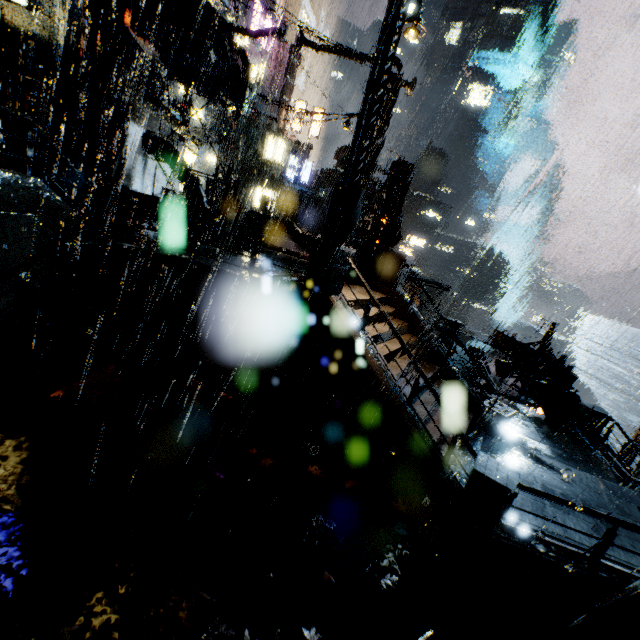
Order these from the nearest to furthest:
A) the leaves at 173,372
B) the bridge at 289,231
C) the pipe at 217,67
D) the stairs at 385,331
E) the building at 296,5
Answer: the leaves at 173,372 → the stairs at 385,331 → the pipe at 217,67 → the bridge at 289,231 → the building at 296,5

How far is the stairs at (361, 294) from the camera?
10.6 meters

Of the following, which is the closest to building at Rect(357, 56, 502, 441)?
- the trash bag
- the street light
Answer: the trash bag

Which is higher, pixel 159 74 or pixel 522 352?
pixel 159 74

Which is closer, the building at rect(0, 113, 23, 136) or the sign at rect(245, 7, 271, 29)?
the building at rect(0, 113, 23, 136)

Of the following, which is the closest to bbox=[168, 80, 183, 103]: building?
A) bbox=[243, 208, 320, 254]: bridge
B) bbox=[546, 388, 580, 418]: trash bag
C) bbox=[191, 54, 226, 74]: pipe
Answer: bbox=[243, 208, 320, 254]: bridge

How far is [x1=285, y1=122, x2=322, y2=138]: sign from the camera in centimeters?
3756cm

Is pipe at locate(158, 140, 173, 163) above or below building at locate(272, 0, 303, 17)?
below
